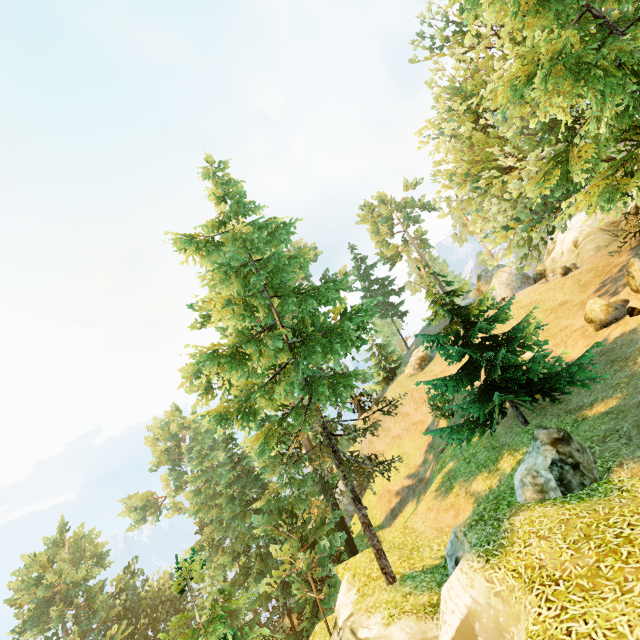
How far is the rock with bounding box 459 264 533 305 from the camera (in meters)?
33.72

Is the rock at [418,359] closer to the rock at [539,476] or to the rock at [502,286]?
the rock at [502,286]

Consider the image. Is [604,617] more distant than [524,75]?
No

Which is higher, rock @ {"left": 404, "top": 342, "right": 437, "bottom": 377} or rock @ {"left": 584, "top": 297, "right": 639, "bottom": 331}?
rock @ {"left": 404, "top": 342, "right": 437, "bottom": 377}

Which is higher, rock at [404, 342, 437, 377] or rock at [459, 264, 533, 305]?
rock at [459, 264, 533, 305]

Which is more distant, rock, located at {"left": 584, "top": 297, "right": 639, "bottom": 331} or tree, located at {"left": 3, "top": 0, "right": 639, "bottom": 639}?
rock, located at {"left": 584, "top": 297, "right": 639, "bottom": 331}

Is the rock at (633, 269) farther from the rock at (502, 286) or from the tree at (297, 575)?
the rock at (502, 286)

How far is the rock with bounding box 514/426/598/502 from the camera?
7.4 meters
